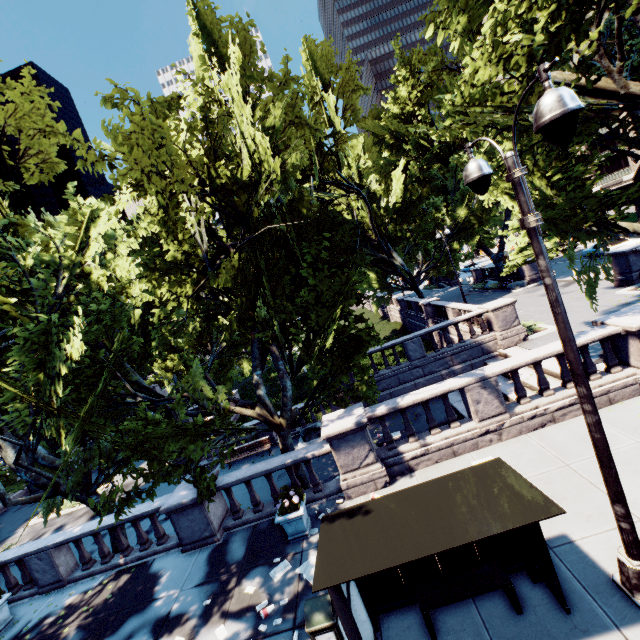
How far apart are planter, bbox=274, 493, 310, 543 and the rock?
8.8m

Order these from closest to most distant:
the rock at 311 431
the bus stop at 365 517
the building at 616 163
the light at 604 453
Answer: the light at 604 453 → the bus stop at 365 517 → the rock at 311 431 → the building at 616 163

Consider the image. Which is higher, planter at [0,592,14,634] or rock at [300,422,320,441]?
planter at [0,592,14,634]

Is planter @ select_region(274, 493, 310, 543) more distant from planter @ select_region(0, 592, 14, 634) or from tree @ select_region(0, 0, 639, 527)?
planter @ select_region(0, 592, 14, 634)

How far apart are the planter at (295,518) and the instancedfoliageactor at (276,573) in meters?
0.5 m

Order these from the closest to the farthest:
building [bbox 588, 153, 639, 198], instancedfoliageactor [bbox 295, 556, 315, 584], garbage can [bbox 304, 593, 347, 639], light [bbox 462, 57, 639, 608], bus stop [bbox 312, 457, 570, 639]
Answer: light [bbox 462, 57, 639, 608], bus stop [bbox 312, 457, 570, 639], garbage can [bbox 304, 593, 347, 639], instancedfoliageactor [bbox 295, 556, 315, 584], building [bbox 588, 153, 639, 198]

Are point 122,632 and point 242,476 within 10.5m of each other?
yes

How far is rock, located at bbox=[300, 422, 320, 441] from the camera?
18.2 meters
